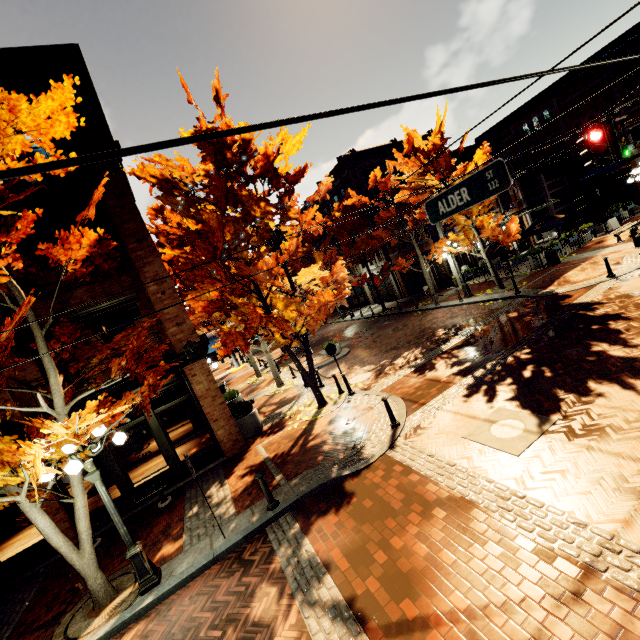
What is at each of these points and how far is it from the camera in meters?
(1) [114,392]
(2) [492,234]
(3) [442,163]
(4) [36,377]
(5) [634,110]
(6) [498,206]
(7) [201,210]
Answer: (1) building, 9.9 m
(2) tree, 16.2 m
(3) tree, 16.0 m
(4) building, 9.5 m
(5) building, 23.8 m
(6) building, 26.8 m
(7) tree, 15.9 m

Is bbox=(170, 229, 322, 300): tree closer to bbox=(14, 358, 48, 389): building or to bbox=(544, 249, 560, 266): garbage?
bbox=(14, 358, 48, 389): building

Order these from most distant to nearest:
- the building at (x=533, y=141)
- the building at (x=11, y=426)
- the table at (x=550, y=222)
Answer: the building at (x=533, y=141), the table at (x=550, y=222), the building at (x=11, y=426)

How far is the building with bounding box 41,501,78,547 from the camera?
9.13m

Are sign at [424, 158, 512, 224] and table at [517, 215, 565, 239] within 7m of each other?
no

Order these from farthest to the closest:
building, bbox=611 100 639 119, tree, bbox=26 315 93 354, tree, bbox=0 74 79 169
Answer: building, bbox=611 100 639 119 < tree, bbox=26 315 93 354 < tree, bbox=0 74 79 169

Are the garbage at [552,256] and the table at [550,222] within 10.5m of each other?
yes
